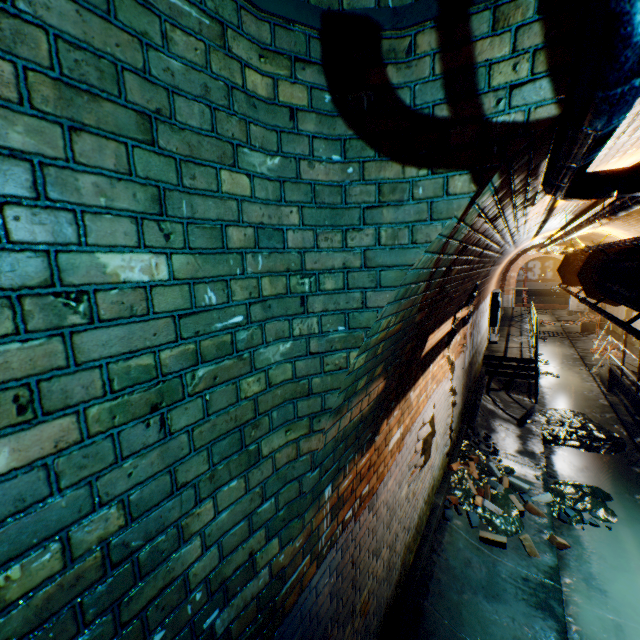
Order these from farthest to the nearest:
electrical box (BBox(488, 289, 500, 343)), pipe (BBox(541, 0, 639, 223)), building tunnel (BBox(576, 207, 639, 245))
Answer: electrical box (BBox(488, 289, 500, 343)), building tunnel (BBox(576, 207, 639, 245)), pipe (BBox(541, 0, 639, 223))

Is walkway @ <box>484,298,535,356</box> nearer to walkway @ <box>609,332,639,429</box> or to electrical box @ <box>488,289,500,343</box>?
electrical box @ <box>488,289,500,343</box>

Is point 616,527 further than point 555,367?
No

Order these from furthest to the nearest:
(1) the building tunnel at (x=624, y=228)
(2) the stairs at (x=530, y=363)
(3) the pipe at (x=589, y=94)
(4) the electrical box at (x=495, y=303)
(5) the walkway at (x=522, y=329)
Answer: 1. (4) the electrical box at (x=495, y=303)
2. (5) the walkway at (x=522, y=329)
3. (2) the stairs at (x=530, y=363)
4. (1) the building tunnel at (x=624, y=228)
5. (3) the pipe at (x=589, y=94)

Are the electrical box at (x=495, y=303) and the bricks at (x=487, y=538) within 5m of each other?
no

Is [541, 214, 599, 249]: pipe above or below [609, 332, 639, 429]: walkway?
above

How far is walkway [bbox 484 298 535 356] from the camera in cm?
1072

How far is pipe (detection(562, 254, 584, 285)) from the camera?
3.7 meters
